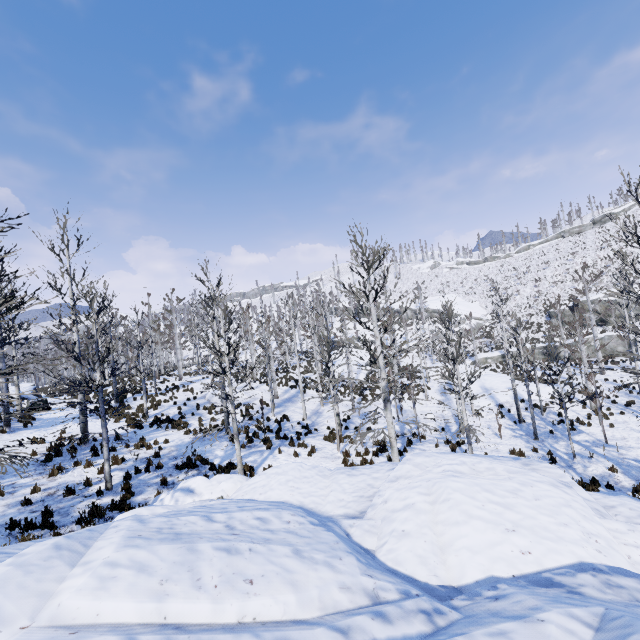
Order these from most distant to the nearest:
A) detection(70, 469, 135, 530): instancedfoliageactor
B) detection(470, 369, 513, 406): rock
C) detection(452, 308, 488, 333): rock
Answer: detection(452, 308, 488, 333): rock
detection(470, 369, 513, 406): rock
detection(70, 469, 135, 530): instancedfoliageactor

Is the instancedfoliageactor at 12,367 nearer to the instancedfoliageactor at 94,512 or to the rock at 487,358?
the instancedfoliageactor at 94,512

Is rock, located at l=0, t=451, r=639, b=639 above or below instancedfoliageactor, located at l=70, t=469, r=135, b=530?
above

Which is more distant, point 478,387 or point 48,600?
point 478,387

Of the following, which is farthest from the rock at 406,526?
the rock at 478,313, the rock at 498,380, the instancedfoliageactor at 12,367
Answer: the rock at 478,313

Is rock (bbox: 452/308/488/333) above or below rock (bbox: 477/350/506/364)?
above

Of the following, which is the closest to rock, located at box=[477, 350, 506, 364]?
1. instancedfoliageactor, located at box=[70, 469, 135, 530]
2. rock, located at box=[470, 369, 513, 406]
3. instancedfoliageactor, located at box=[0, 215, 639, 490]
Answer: instancedfoliageactor, located at box=[0, 215, 639, 490]

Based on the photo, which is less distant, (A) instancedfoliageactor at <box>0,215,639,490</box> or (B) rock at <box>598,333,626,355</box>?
(A) instancedfoliageactor at <box>0,215,639,490</box>
